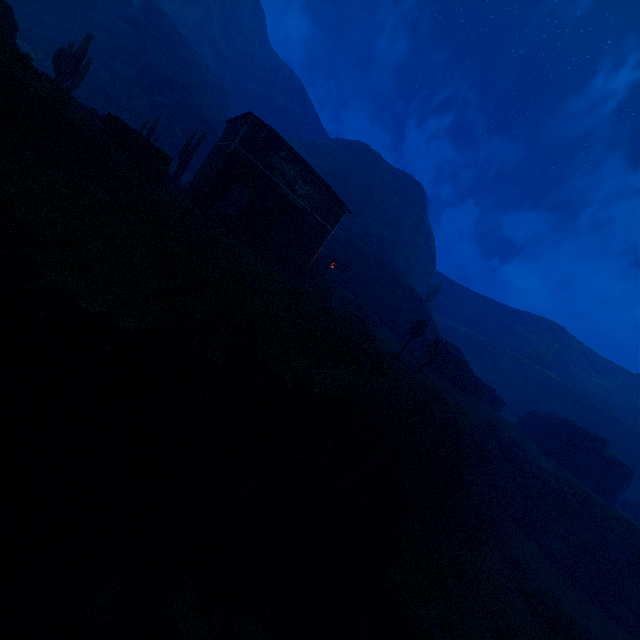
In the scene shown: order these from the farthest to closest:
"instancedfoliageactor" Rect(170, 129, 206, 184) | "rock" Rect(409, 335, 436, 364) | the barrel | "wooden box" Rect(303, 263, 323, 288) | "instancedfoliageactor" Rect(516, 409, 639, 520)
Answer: "rock" Rect(409, 335, 436, 364)
"instancedfoliageactor" Rect(516, 409, 639, 520)
"wooden box" Rect(303, 263, 323, 288)
"instancedfoliageactor" Rect(170, 129, 206, 184)
the barrel

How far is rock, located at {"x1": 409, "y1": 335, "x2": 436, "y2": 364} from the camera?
33.9m

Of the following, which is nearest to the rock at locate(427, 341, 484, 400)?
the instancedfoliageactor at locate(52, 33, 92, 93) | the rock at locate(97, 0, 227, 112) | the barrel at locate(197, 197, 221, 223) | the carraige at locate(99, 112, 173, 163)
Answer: the barrel at locate(197, 197, 221, 223)

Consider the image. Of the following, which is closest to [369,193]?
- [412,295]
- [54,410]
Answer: [412,295]

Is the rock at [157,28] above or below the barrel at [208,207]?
Result: above

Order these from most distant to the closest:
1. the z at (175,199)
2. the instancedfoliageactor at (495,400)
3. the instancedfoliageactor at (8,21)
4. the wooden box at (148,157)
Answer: the instancedfoliageactor at (495,400), the wooden box at (148,157), the instancedfoliageactor at (8,21), the z at (175,199)

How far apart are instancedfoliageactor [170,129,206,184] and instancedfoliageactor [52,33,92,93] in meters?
7.3

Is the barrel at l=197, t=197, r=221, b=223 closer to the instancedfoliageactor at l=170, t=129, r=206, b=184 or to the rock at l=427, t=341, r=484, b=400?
the instancedfoliageactor at l=170, t=129, r=206, b=184
